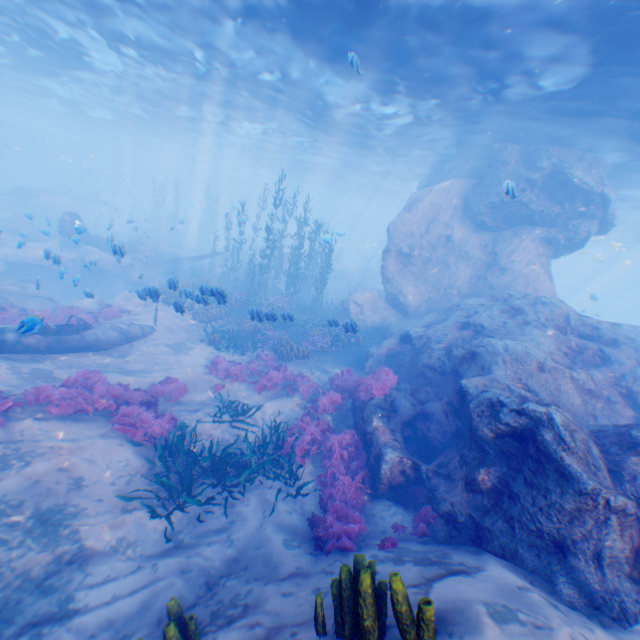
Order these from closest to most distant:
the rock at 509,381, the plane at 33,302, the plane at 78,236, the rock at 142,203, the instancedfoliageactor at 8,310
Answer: the rock at 509,381 → the plane at 78,236 → the instancedfoliageactor at 8,310 → the plane at 33,302 → the rock at 142,203

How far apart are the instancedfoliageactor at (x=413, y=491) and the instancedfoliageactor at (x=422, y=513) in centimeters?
31cm

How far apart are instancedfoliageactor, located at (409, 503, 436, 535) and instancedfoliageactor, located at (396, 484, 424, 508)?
0.3 meters

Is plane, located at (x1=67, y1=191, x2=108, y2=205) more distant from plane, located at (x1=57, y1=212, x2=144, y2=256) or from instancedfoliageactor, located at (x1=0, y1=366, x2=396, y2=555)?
plane, located at (x1=57, y1=212, x2=144, y2=256)

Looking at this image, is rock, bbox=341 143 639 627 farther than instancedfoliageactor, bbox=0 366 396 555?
No

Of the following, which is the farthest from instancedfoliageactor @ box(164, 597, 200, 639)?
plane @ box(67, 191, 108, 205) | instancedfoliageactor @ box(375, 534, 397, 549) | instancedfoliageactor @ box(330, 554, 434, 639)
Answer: plane @ box(67, 191, 108, 205)

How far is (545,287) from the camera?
16.3 meters

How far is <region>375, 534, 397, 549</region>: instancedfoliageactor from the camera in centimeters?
586cm
